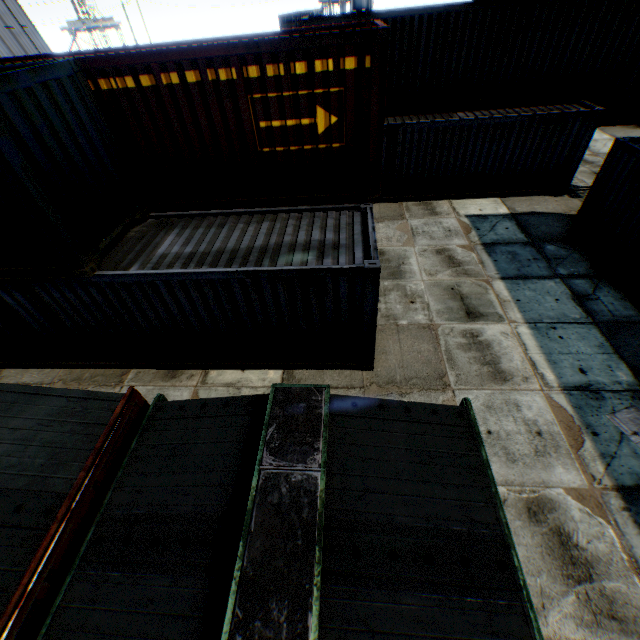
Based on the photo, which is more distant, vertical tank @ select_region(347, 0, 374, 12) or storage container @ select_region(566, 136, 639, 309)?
vertical tank @ select_region(347, 0, 374, 12)

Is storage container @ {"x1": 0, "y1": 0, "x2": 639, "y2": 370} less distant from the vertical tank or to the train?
the train

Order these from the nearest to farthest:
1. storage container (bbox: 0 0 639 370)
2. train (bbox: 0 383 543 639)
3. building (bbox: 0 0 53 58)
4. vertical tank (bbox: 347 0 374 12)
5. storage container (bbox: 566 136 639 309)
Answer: train (bbox: 0 383 543 639) → storage container (bbox: 0 0 639 370) → storage container (bbox: 566 136 639 309) → building (bbox: 0 0 53 58) → vertical tank (bbox: 347 0 374 12)

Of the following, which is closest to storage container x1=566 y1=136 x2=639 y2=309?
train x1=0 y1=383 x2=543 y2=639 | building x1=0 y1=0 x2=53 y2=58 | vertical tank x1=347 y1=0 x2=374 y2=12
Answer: train x1=0 y1=383 x2=543 y2=639

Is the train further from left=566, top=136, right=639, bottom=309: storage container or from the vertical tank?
the vertical tank

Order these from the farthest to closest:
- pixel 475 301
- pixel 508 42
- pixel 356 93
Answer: → pixel 508 42 → pixel 475 301 → pixel 356 93

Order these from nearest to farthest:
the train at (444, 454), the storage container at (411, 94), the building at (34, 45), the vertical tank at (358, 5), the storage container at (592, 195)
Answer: the train at (444, 454) → the storage container at (411, 94) → the storage container at (592, 195) → the building at (34, 45) → the vertical tank at (358, 5)

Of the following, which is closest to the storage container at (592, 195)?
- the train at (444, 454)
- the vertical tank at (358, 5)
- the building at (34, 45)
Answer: the train at (444, 454)
